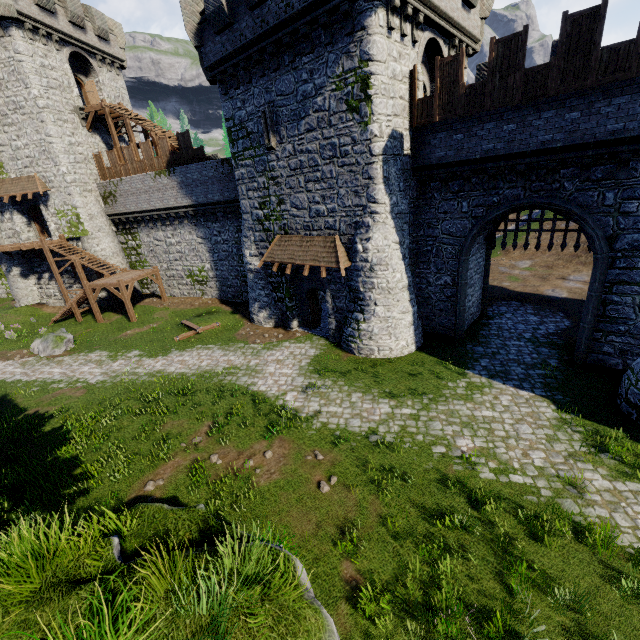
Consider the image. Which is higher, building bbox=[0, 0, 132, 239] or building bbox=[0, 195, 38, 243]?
building bbox=[0, 0, 132, 239]

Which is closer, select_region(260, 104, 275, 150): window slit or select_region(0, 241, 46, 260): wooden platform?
Result: select_region(260, 104, 275, 150): window slit

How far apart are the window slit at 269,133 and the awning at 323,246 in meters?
4.1 m

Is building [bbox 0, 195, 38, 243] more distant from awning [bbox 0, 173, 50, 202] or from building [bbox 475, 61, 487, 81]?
building [bbox 475, 61, 487, 81]

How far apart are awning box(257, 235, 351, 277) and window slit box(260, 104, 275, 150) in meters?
4.1

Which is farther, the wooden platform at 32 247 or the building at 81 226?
the wooden platform at 32 247

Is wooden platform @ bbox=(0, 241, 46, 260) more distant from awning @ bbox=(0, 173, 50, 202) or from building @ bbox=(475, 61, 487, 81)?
building @ bbox=(475, 61, 487, 81)

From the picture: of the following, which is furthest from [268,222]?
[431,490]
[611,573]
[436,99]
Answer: [611,573]
